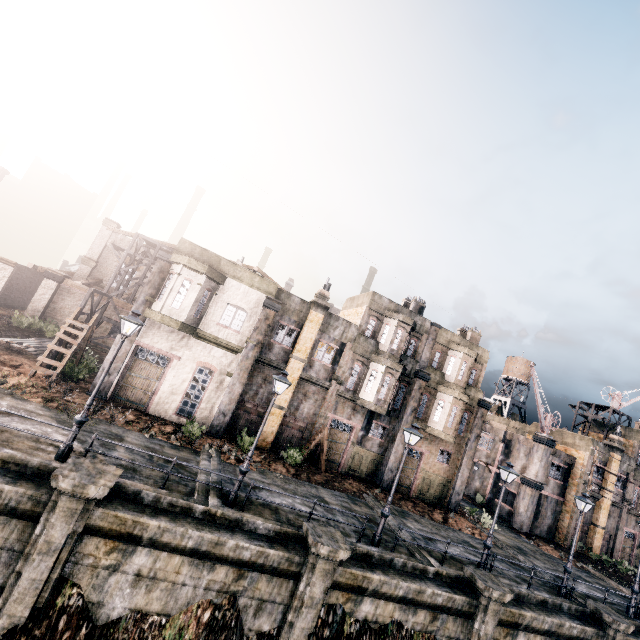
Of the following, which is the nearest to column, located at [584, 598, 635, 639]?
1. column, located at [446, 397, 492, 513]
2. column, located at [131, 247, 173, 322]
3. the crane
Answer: column, located at [446, 397, 492, 513]

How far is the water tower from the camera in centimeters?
5437cm

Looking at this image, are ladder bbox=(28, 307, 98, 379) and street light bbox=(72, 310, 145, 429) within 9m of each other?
yes

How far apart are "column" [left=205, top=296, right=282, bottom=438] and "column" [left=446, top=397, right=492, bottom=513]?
19.0 meters

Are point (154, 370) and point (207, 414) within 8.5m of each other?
yes

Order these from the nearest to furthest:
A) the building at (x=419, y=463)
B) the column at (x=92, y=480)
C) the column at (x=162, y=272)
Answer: the column at (x=92, y=480) < the column at (x=162, y=272) < the building at (x=419, y=463)

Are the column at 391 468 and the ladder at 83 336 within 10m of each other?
no

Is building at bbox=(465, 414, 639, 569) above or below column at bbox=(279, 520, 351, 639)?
above
